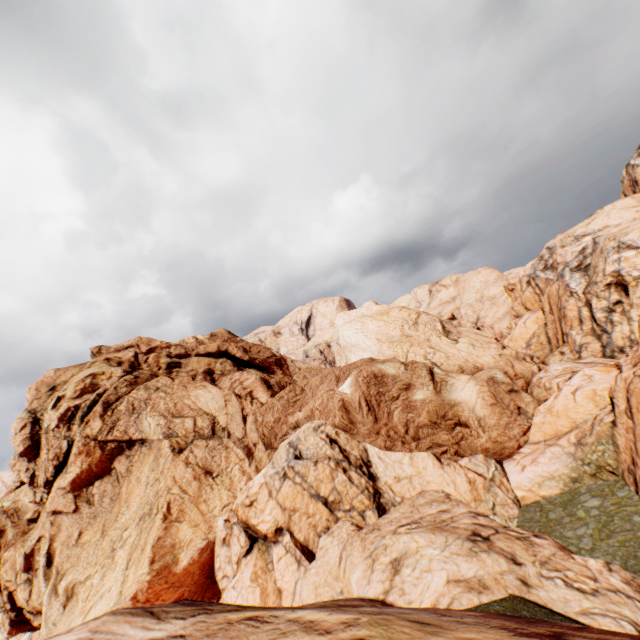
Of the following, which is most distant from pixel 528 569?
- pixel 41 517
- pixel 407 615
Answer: pixel 41 517
